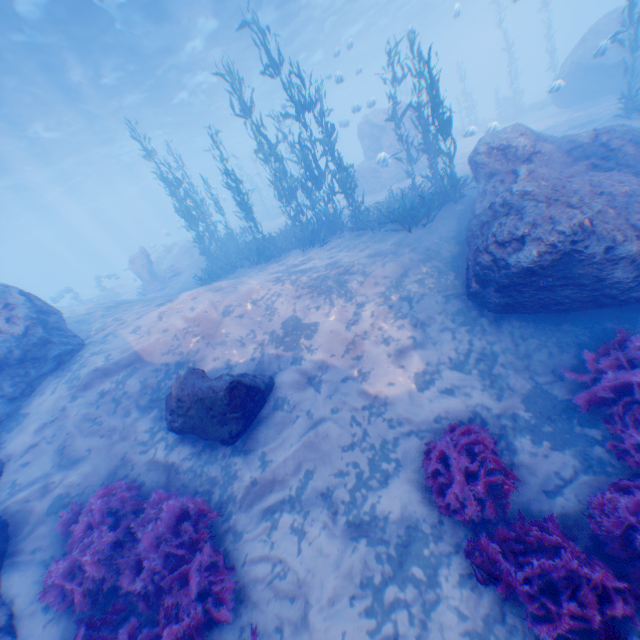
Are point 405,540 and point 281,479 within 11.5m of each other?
yes

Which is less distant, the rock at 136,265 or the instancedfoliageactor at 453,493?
the instancedfoliageactor at 453,493

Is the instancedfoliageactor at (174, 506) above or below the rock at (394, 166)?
below

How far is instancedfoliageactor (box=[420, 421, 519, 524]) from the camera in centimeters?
462cm

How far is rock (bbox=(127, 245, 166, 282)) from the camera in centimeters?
→ 2128cm

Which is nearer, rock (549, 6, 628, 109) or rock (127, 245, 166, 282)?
rock (549, 6, 628, 109)

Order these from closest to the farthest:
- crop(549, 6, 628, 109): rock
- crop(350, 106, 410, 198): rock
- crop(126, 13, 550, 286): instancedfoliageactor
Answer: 1. crop(126, 13, 550, 286): instancedfoliageactor
2. crop(549, 6, 628, 109): rock
3. crop(350, 106, 410, 198): rock
